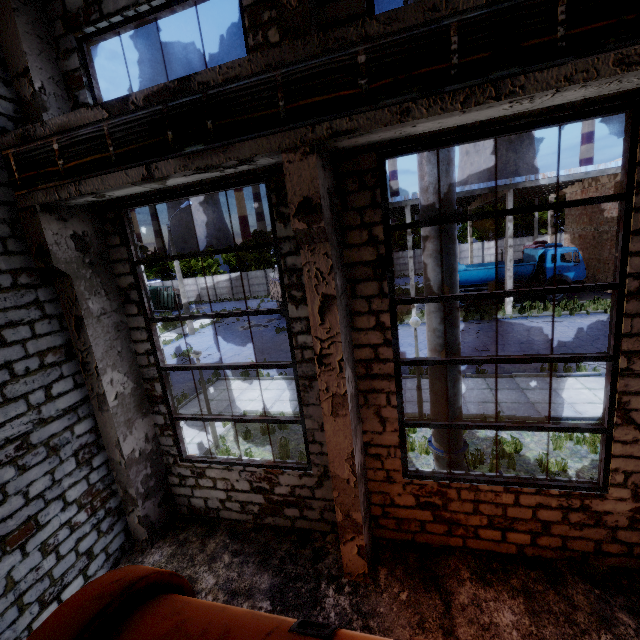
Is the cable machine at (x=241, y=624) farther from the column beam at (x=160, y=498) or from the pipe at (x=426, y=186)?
the pipe at (x=426, y=186)

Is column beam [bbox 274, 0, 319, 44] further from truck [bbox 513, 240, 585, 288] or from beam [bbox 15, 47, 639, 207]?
truck [bbox 513, 240, 585, 288]

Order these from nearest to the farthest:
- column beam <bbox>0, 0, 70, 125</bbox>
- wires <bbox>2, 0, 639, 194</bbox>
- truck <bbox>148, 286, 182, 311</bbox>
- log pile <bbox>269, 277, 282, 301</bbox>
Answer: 1. wires <bbox>2, 0, 639, 194</bbox>
2. column beam <bbox>0, 0, 70, 125</bbox>
3. log pile <bbox>269, 277, 282, 301</bbox>
4. truck <bbox>148, 286, 182, 311</bbox>

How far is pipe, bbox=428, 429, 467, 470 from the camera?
6.1 meters

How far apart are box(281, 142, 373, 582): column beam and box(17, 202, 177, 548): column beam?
3.80m

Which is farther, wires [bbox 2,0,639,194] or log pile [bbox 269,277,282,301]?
log pile [bbox 269,277,282,301]

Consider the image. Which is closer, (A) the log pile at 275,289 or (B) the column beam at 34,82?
(B) the column beam at 34,82

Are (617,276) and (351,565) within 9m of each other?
yes
